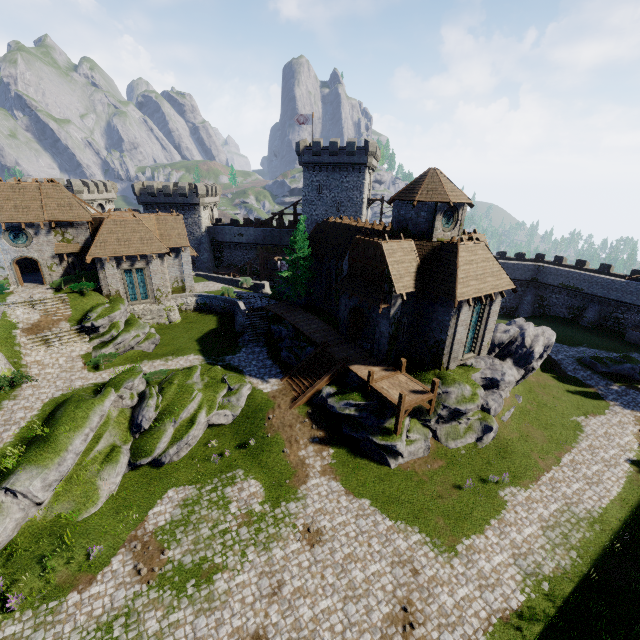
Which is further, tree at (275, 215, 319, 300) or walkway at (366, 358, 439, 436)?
tree at (275, 215, 319, 300)

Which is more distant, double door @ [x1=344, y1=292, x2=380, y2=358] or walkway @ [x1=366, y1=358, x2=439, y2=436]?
double door @ [x1=344, y1=292, x2=380, y2=358]

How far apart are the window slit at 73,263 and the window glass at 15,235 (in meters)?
3.04

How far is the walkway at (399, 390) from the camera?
20.25m

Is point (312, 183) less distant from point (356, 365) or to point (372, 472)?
point (356, 365)

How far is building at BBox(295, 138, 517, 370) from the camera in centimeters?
2258cm

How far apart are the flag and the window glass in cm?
3656

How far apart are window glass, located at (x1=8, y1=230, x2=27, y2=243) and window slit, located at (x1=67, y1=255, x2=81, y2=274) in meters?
3.0
